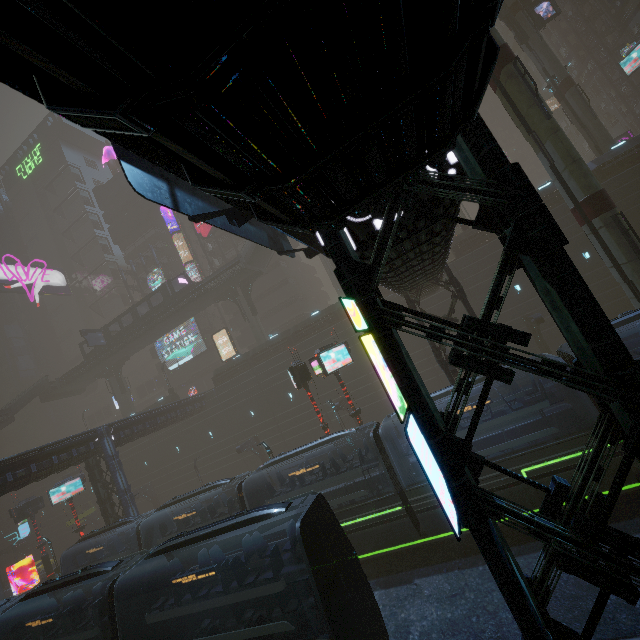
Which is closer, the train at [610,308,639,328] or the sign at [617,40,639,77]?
the train at [610,308,639,328]

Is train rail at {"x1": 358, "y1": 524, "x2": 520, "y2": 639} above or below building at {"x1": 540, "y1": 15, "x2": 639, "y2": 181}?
below

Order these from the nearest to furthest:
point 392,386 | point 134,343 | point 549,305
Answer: point 392,386, point 549,305, point 134,343

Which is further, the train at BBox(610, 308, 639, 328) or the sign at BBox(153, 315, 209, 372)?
the sign at BBox(153, 315, 209, 372)

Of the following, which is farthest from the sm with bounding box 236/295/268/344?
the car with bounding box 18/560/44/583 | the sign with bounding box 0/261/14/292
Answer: the sign with bounding box 0/261/14/292

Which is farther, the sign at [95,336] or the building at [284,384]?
the sign at [95,336]

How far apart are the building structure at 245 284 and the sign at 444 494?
36.7m
